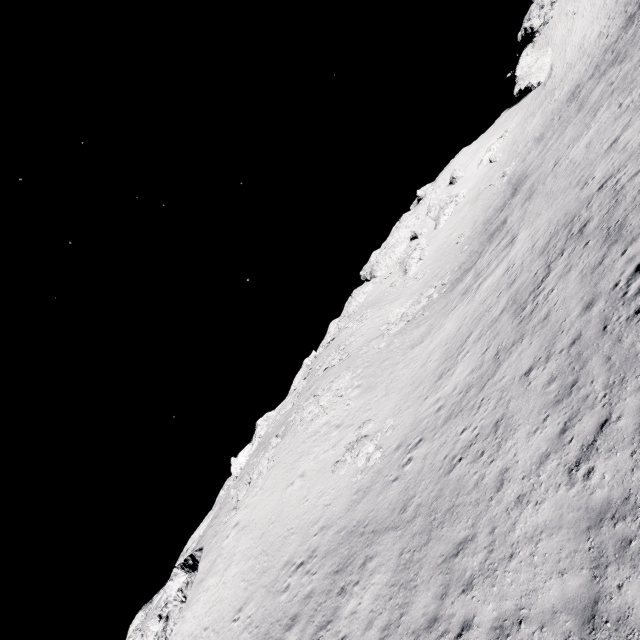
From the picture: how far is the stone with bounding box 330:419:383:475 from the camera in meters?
18.7

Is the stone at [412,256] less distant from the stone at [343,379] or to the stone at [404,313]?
the stone at [404,313]

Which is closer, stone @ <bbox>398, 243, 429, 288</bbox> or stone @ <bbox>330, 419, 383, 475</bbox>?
stone @ <bbox>330, 419, 383, 475</bbox>

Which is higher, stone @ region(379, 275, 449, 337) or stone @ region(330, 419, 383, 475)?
stone @ region(379, 275, 449, 337)

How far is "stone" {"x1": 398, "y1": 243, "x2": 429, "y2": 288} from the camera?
51.3m

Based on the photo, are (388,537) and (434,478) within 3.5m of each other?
yes

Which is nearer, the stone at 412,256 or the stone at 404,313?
the stone at 404,313

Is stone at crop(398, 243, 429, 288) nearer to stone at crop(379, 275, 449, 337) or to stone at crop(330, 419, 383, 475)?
stone at crop(379, 275, 449, 337)
